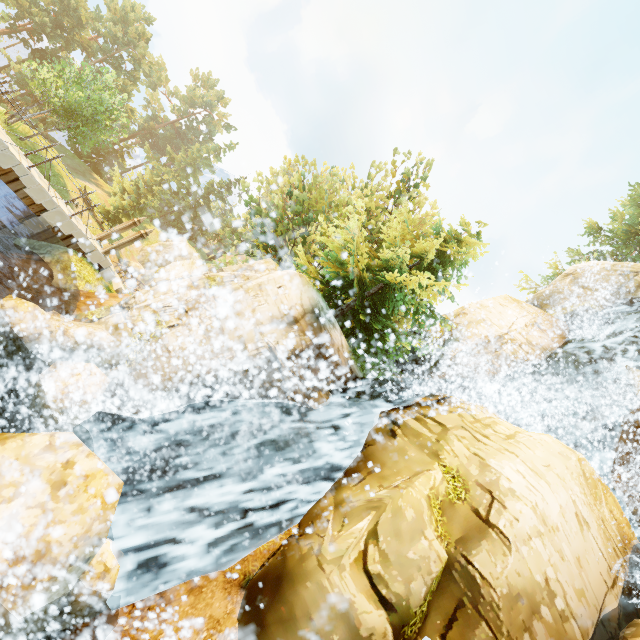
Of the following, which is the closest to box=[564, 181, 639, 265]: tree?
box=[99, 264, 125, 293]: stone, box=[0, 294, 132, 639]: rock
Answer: box=[99, 264, 125, 293]: stone

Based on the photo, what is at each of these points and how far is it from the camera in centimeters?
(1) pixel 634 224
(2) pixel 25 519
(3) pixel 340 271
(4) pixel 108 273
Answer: (1) tree, 2845cm
(2) rock, 427cm
(3) tree, 1326cm
(4) stone, 1662cm

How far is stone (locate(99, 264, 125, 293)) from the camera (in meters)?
16.53

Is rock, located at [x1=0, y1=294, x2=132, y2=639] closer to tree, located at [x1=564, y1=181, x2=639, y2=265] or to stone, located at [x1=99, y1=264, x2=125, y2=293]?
tree, located at [x1=564, y1=181, x2=639, y2=265]

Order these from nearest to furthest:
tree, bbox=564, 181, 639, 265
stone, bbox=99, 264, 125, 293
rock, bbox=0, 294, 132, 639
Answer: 1. rock, bbox=0, 294, 132, 639
2. stone, bbox=99, 264, 125, 293
3. tree, bbox=564, 181, 639, 265

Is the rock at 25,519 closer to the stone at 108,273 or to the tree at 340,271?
the tree at 340,271

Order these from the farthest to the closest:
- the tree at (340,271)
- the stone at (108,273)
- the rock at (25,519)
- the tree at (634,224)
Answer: the tree at (634,224), the stone at (108,273), the tree at (340,271), the rock at (25,519)
